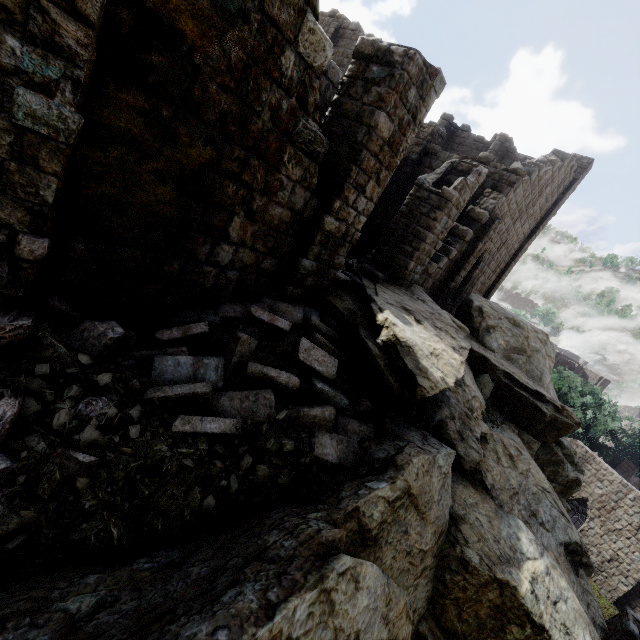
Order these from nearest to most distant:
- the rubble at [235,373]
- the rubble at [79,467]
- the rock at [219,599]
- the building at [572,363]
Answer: the rock at [219,599] → the rubble at [79,467] → the rubble at [235,373] → the building at [572,363]

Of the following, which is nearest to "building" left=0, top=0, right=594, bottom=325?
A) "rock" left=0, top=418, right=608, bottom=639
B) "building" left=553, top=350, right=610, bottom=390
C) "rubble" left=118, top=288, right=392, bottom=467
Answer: "rubble" left=118, top=288, right=392, bottom=467

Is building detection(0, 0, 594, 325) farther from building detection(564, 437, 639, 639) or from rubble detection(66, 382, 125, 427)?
building detection(564, 437, 639, 639)

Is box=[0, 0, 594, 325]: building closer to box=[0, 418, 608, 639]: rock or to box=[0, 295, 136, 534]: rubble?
A: box=[0, 295, 136, 534]: rubble

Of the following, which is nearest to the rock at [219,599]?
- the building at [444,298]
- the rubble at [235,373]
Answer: the rubble at [235,373]

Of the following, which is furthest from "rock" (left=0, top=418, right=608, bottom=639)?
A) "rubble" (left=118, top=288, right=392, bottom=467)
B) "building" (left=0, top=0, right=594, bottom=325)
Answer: "building" (left=0, top=0, right=594, bottom=325)

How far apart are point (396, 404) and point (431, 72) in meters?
6.1

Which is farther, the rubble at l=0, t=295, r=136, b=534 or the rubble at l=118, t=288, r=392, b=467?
the rubble at l=118, t=288, r=392, b=467
